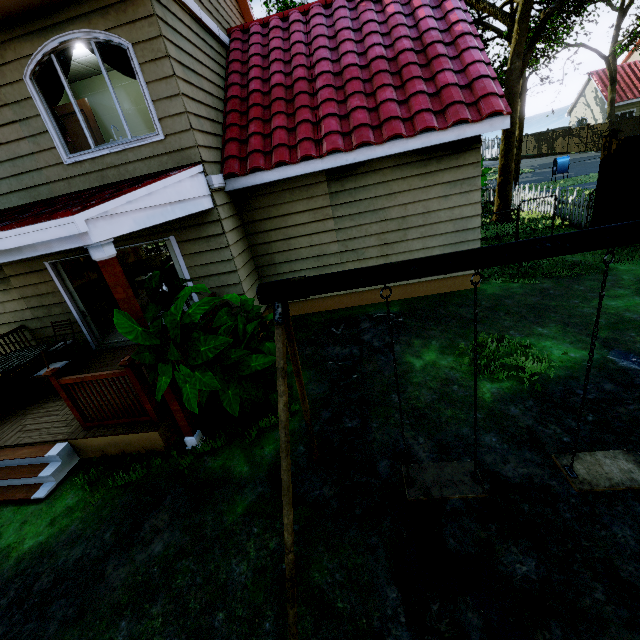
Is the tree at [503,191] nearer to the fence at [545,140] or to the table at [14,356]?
Result: the fence at [545,140]

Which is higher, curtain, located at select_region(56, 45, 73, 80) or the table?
curtain, located at select_region(56, 45, 73, 80)

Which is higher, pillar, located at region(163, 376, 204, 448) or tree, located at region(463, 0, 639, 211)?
tree, located at region(463, 0, 639, 211)

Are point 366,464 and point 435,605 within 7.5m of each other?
yes

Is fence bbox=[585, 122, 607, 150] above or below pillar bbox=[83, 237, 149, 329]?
below

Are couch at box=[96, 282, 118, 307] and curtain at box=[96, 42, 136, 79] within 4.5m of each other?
no

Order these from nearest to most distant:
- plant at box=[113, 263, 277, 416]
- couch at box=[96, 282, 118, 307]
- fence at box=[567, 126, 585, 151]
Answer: plant at box=[113, 263, 277, 416] → couch at box=[96, 282, 118, 307] → fence at box=[567, 126, 585, 151]

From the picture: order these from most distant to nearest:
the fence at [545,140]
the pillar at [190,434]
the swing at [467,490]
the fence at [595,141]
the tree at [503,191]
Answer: the fence at [545,140], the fence at [595,141], the tree at [503,191], the pillar at [190,434], the swing at [467,490]
